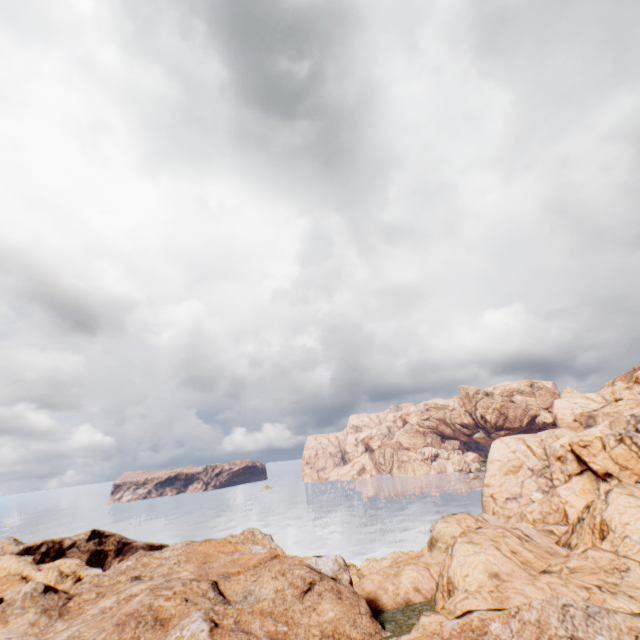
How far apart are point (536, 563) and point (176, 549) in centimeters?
4501cm
